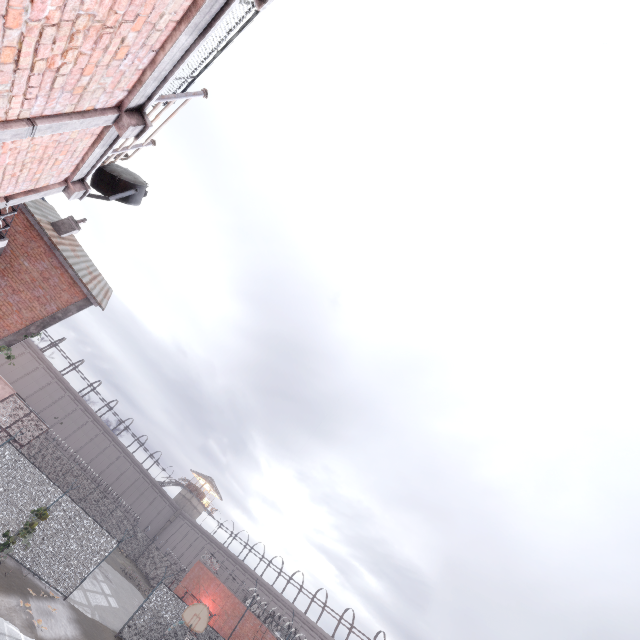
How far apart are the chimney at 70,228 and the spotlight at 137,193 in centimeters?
1335cm

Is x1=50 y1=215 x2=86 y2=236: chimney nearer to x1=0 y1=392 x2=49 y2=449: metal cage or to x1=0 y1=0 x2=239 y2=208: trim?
x1=0 y1=392 x2=49 y2=449: metal cage

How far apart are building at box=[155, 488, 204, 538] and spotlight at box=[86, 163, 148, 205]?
63.03m

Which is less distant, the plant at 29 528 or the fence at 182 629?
the plant at 29 528

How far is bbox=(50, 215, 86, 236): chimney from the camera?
17.1m

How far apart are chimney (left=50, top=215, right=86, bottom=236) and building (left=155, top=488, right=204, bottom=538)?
53.8m

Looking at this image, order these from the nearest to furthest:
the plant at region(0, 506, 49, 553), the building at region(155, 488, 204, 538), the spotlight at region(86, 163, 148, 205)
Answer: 1. the spotlight at region(86, 163, 148, 205)
2. the plant at region(0, 506, 49, 553)
3. the building at region(155, 488, 204, 538)

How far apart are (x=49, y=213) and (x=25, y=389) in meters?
35.2
